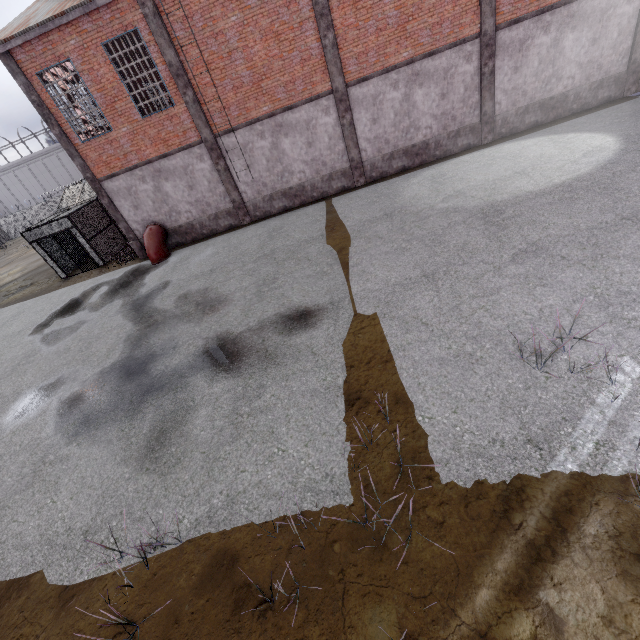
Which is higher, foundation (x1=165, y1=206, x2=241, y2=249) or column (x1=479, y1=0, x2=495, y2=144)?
column (x1=479, y1=0, x2=495, y2=144)

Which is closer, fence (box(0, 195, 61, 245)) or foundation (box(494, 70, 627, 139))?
foundation (box(494, 70, 627, 139))

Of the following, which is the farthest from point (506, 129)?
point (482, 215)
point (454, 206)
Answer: point (482, 215)

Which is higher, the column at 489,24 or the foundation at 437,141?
the column at 489,24

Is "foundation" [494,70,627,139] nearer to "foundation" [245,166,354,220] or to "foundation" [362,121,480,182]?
"foundation" [362,121,480,182]

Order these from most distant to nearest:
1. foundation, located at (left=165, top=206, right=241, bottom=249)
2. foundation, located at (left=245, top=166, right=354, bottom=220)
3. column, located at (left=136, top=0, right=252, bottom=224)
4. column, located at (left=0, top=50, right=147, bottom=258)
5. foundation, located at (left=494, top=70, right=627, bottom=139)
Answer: foundation, located at (left=165, top=206, right=241, bottom=249) → foundation, located at (left=245, top=166, right=354, bottom=220) → foundation, located at (left=494, top=70, right=627, bottom=139) → column, located at (left=0, top=50, right=147, bottom=258) → column, located at (left=136, top=0, right=252, bottom=224)

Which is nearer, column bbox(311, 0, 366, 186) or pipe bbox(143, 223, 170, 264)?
column bbox(311, 0, 366, 186)

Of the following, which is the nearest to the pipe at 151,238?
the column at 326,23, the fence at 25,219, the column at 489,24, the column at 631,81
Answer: the column at 326,23
